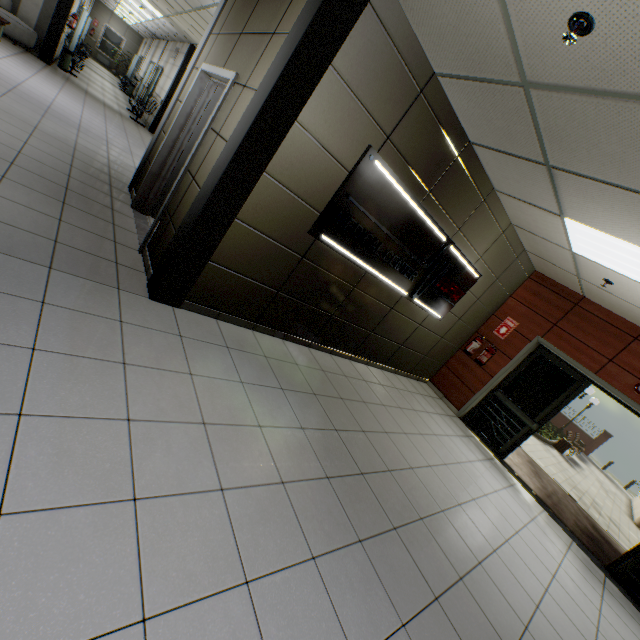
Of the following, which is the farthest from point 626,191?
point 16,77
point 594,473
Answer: point 594,473

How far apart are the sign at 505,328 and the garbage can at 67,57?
15.35m

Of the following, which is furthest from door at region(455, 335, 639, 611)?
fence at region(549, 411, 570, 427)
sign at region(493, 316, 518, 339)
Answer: fence at region(549, 411, 570, 427)

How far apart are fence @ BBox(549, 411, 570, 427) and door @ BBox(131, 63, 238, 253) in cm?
2896

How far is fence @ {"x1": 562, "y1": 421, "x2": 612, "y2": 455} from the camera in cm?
2253

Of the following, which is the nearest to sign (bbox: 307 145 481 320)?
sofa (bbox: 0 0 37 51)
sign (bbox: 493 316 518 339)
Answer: sign (bbox: 493 316 518 339)

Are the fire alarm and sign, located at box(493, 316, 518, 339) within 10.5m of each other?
yes

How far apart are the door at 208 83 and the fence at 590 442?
29.0m
